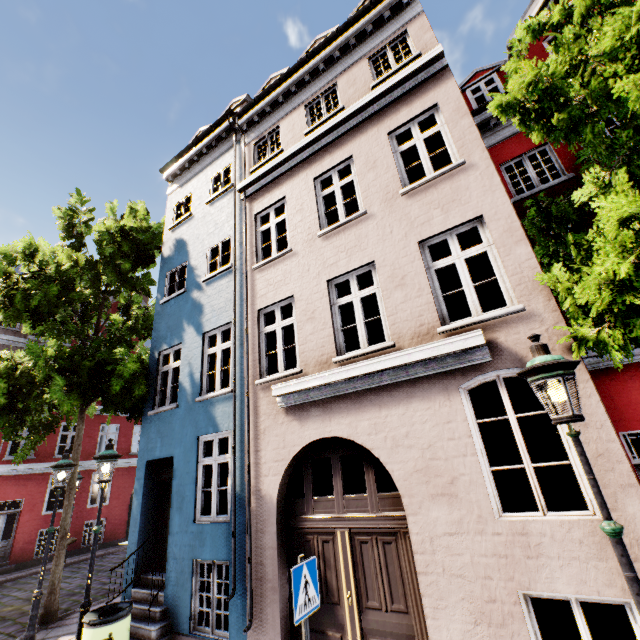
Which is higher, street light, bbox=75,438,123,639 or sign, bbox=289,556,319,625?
street light, bbox=75,438,123,639

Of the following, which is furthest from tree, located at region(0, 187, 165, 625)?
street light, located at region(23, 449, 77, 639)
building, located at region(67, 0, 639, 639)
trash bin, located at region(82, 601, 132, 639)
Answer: trash bin, located at region(82, 601, 132, 639)

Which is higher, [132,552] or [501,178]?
[501,178]

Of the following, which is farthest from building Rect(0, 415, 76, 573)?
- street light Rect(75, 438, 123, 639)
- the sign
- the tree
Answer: the sign

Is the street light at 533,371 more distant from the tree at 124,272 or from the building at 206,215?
the tree at 124,272

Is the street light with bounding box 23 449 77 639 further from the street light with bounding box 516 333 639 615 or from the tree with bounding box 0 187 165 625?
the street light with bounding box 516 333 639 615

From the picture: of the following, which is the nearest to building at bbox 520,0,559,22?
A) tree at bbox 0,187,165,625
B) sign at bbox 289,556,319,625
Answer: tree at bbox 0,187,165,625

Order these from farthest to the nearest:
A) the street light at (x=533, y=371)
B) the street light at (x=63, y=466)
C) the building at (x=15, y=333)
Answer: the building at (x=15, y=333), the street light at (x=63, y=466), the street light at (x=533, y=371)
